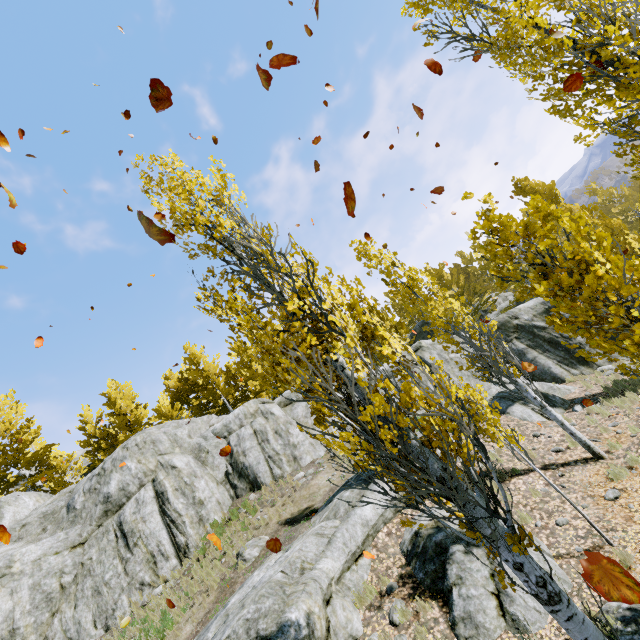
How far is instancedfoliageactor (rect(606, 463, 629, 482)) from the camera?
8.1 meters

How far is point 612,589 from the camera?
1.8m

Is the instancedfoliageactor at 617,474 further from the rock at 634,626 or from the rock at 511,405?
the rock at 634,626

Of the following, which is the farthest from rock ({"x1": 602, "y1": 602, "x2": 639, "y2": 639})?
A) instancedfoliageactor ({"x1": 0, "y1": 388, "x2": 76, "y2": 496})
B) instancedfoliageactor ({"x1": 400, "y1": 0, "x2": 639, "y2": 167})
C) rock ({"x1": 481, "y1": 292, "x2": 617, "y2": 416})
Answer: instancedfoliageactor ({"x1": 0, "y1": 388, "x2": 76, "y2": 496})

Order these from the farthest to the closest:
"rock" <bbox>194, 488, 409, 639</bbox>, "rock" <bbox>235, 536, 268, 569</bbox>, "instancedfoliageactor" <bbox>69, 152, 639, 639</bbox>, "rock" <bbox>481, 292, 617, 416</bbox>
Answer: "rock" <bbox>481, 292, 617, 416</bbox>
"rock" <bbox>235, 536, 268, 569</bbox>
"rock" <bbox>194, 488, 409, 639</bbox>
"instancedfoliageactor" <bbox>69, 152, 639, 639</bbox>

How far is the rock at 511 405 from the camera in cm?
1357

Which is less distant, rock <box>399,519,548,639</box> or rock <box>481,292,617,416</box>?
rock <box>399,519,548,639</box>

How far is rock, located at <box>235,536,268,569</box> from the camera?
10.74m
